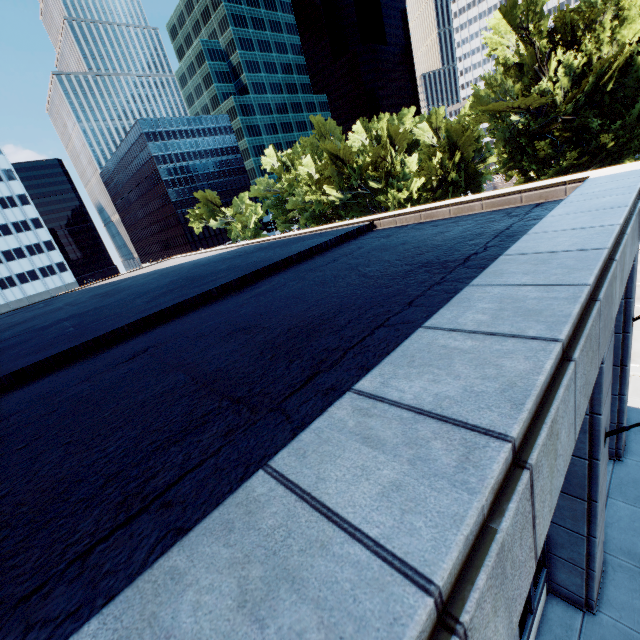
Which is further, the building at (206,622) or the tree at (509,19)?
the tree at (509,19)

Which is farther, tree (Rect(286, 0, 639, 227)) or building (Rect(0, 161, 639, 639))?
tree (Rect(286, 0, 639, 227))

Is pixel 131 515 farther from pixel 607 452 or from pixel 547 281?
pixel 607 452
